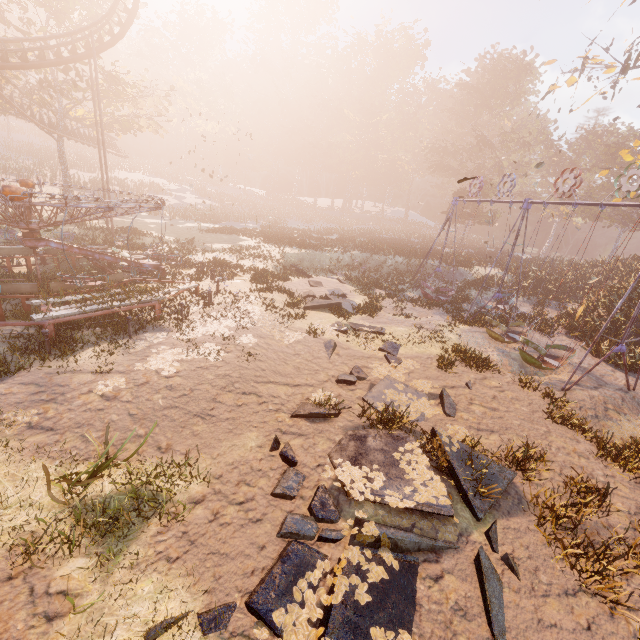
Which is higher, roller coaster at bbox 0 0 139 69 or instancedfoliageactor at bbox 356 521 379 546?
roller coaster at bbox 0 0 139 69

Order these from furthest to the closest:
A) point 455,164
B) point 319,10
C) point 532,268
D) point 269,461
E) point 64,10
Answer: point 319,10, point 455,164, point 532,268, point 64,10, point 269,461

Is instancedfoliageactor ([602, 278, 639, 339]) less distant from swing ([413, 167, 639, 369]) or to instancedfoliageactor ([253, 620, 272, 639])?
swing ([413, 167, 639, 369])

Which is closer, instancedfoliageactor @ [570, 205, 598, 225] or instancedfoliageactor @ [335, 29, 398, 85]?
instancedfoliageactor @ [570, 205, 598, 225]

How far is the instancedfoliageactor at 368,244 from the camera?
29.3 meters

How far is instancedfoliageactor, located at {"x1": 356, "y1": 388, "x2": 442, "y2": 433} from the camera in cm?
775

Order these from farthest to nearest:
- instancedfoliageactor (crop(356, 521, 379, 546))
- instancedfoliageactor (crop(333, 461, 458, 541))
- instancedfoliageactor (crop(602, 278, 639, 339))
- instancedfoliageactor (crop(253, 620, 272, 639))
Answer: instancedfoliageactor (crop(602, 278, 639, 339))
instancedfoliageactor (crop(333, 461, 458, 541))
instancedfoliageactor (crop(356, 521, 379, 546))
instancedfoliageactor (crop(253, 620, 272, 639))
